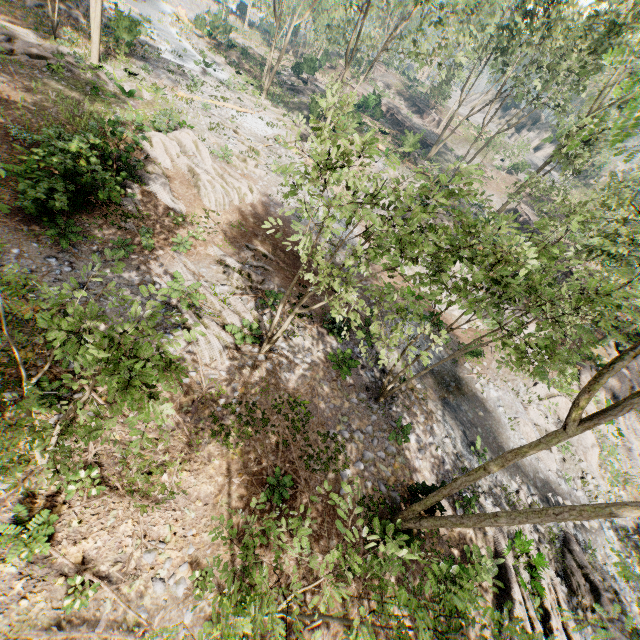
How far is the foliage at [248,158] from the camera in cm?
2100

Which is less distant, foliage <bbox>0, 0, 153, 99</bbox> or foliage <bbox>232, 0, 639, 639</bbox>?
foliage <bbox>232, 0, 639, 639</bbox>

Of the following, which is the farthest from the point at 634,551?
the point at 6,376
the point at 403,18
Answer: the point at 403,18

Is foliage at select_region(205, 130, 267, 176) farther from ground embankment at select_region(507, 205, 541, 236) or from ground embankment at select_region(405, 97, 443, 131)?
ground embankment at select_region(507, 205, 541, 236)

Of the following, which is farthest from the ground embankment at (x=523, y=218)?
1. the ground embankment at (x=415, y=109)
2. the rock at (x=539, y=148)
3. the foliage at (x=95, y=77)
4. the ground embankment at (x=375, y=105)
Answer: the rock at (x=539, y=148)

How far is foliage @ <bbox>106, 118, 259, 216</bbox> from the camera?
15.92m

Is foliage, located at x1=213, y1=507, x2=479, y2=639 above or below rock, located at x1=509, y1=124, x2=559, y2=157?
below
